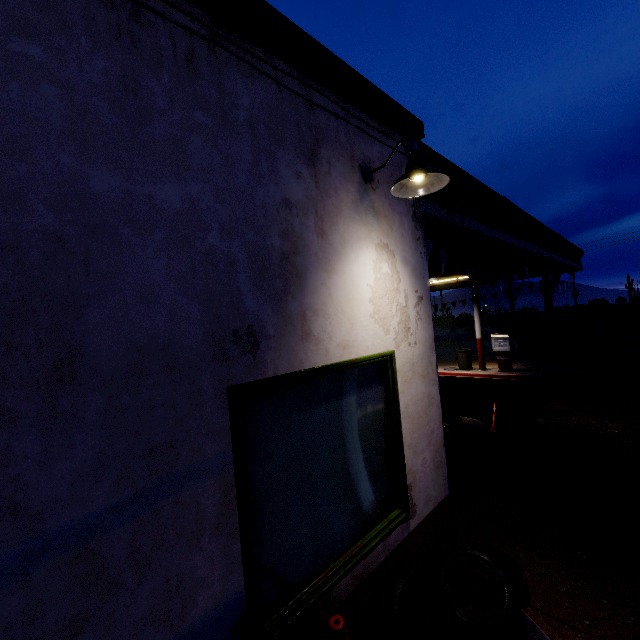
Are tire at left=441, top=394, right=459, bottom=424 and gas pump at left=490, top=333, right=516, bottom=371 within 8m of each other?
yes

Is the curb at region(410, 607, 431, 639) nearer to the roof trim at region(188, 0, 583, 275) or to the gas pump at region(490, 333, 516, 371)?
the roof trim at region(188, 0, 583, 275)

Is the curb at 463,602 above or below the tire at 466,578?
below

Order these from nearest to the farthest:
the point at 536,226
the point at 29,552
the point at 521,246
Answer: the point at 29,552
the point at 521,246
the point at 536,226

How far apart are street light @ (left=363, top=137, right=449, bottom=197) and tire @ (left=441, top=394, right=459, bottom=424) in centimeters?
569cm

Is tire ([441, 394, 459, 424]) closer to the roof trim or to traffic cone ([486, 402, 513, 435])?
traffic cone ([486, 402, 513, 435])

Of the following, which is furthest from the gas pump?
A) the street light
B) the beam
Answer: the street light

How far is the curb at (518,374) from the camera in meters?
11.9
